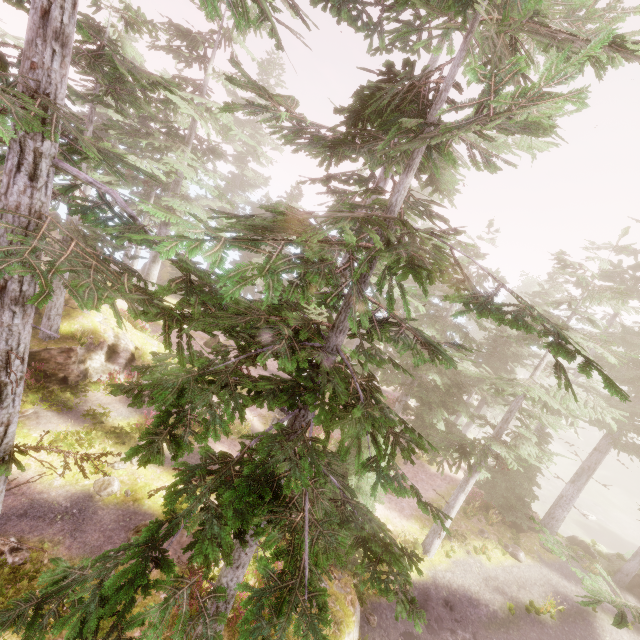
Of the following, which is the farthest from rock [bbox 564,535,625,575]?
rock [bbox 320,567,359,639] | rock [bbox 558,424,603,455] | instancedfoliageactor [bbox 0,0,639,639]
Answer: rock [bbox 320,567,359,639]

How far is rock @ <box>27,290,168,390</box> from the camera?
14.80m

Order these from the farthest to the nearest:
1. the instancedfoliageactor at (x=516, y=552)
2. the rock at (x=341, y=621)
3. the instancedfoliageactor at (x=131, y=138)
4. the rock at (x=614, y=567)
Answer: the rock at (x=614, y=567), the instancedfoliageactor at (x=516, y=552), the rock at (x=341, y=621), the instancedfoliageactor at (x=131, y=138)

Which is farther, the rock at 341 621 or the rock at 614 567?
the rock at 614 567

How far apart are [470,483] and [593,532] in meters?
36.5 m

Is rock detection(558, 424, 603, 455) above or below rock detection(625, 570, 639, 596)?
below

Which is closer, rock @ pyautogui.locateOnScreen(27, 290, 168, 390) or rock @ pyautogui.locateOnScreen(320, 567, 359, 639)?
rock @ pyautogui.locateOnScreen(320, 567, 359, 639)

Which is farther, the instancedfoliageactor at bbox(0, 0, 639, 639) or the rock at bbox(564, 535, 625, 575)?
the rock at bbox(564, 535, 625, 575)
